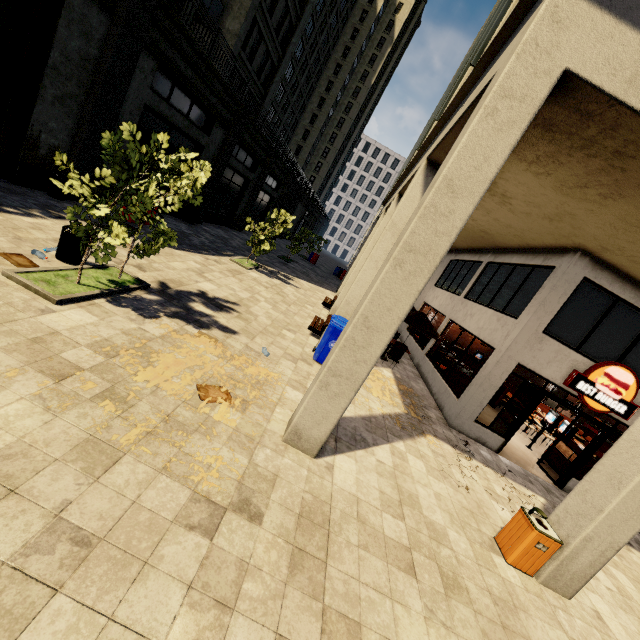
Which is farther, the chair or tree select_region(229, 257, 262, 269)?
tree select_region(229, 257, 262, 269)

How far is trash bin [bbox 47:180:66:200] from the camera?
9.8m

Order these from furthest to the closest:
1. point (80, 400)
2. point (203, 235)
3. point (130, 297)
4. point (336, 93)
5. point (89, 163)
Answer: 1. point (336, 93)
2. point (203, 235)
3. point (89, 163)
4. point (130, 297)
5. point (80, 400)

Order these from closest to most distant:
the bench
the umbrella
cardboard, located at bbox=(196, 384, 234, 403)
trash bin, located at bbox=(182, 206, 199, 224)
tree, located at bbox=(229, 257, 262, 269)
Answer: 1. cardboard, located at bbox=(196, 384, 234, 403)
2. the bench
3. the umbrella
4. tree, located at bbox=(229, 257, 262, 269)
5. trash bin, located at bbox=(182, 206, 199, 224)

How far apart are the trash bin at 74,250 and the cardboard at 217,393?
4.1 meters

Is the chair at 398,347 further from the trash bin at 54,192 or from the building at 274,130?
the trash bin at 54,192

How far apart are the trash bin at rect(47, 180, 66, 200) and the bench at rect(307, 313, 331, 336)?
8.7m

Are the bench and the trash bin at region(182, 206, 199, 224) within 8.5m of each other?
no
